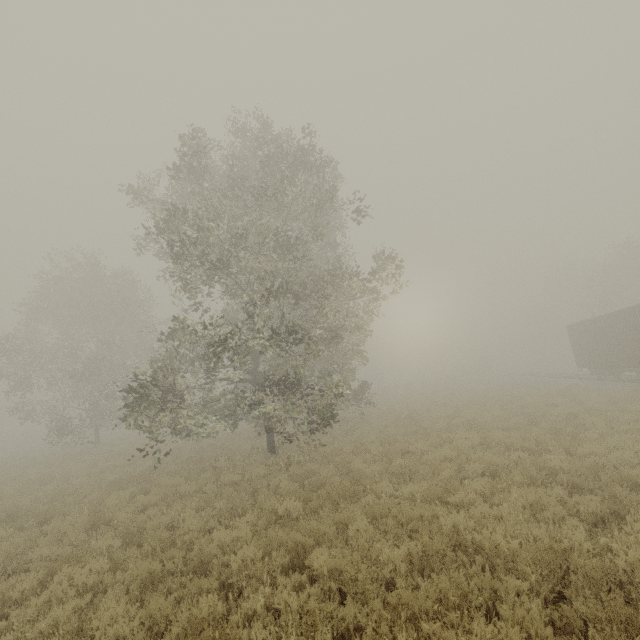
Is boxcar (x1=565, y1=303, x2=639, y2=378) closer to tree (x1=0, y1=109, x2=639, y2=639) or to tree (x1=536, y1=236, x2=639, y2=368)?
tree (x1=536, y1=236, x2=639, y2=368)

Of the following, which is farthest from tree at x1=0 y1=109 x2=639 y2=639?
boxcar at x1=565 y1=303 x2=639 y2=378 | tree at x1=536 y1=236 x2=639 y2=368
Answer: boxcar at x1=565 y1=303 x2=639 y2=378

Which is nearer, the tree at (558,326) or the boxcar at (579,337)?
the boxcar at (579,337)

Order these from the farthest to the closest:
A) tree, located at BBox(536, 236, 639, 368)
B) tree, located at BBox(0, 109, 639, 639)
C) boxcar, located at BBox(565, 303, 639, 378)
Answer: tree, located at BBox(536, 236, 639, 368), boxcar, located at BBox(565, 303, 639, 378), tree, located at BBox(0, 109, 639, 639)

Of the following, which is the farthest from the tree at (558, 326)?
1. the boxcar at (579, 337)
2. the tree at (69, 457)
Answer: the boxcar at (579, 337)

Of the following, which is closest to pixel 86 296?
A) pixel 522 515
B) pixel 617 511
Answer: pixel 522 515
